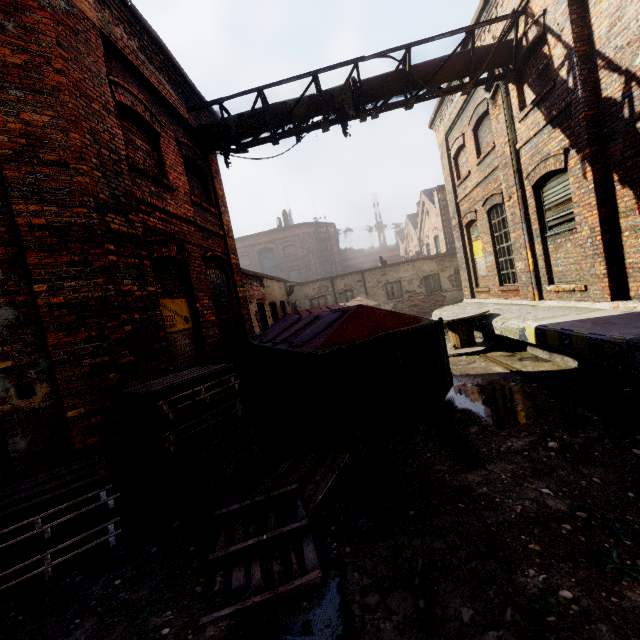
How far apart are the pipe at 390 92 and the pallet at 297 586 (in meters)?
7.43

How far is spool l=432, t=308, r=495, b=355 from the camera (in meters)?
8.06

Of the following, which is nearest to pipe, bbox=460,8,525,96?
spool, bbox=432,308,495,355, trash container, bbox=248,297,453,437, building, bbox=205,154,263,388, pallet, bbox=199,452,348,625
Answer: building, bbox=205,154,263,388

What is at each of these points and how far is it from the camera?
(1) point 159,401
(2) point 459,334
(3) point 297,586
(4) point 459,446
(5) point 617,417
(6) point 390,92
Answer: (1) pallet, 3.5m
(2) spool, 8.5m
(3) pallet, 2.3m
(4) track, 3.8m
(5) track, 3.7m
(6) pipe, 7.8m

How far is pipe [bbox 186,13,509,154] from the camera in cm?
730

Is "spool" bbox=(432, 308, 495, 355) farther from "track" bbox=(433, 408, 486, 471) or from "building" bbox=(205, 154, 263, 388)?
"building" bbox=(205, 154, 263, 388)

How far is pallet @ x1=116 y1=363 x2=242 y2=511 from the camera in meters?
3.6 m

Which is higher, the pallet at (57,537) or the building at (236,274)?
the building at (236,274)
